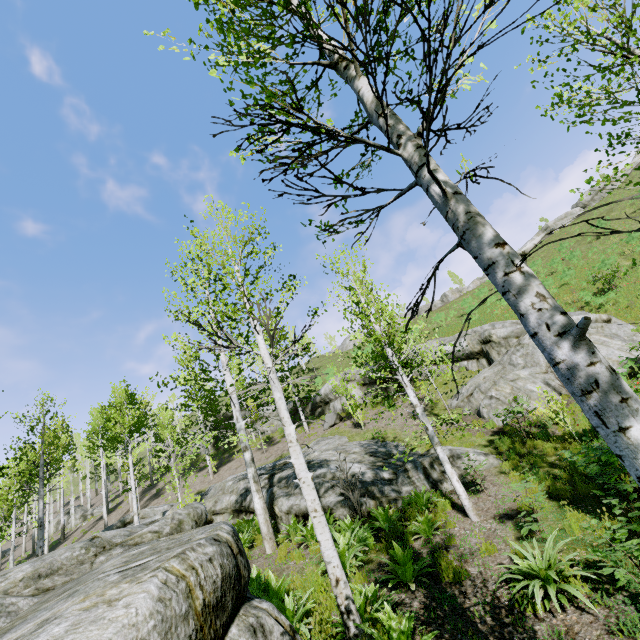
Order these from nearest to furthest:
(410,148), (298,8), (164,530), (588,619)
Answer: (410,148), (298,8), (588,619), (164,530)

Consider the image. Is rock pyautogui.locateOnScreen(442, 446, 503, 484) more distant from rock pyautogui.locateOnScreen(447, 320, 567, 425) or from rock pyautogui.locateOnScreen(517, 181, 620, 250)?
rock pyautogui.locateOnScreen(517, 181, 620, 250)

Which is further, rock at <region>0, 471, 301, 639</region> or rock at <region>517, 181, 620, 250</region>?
rock at <region>517, 181, 620, 250</region>

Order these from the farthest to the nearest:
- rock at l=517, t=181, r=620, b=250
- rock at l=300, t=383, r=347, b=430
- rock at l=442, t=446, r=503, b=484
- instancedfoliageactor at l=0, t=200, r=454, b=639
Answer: rock at l=517, t=181, r=620, b=250
rock at l=300, t=383, r=347, b=430
rock at l=442, t=446, r=503, b=484
instancedfoliageactor at l=0, t=200, r=454, b=639

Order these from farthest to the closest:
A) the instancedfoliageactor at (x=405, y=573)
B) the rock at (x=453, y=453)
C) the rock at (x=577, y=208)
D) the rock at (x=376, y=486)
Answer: Result: the rock at (x=577, y=208), the rock at (x=453, y=453), the rock at (x=376, y=486), the instancedfoliageactor at (x=405, y=573)

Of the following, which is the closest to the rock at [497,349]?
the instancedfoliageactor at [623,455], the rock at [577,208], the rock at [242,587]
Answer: the instancedfoliageactor at [623,455]

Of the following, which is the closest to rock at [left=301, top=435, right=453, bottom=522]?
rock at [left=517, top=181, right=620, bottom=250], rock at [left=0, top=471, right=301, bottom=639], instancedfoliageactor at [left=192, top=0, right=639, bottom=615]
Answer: instancedfoliageactor at [left=192, top=0, right=639, bottom=615]

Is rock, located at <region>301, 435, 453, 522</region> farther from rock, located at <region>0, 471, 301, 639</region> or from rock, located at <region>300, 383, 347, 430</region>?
rock, located at <region>0, 471, 301, 639</region>
